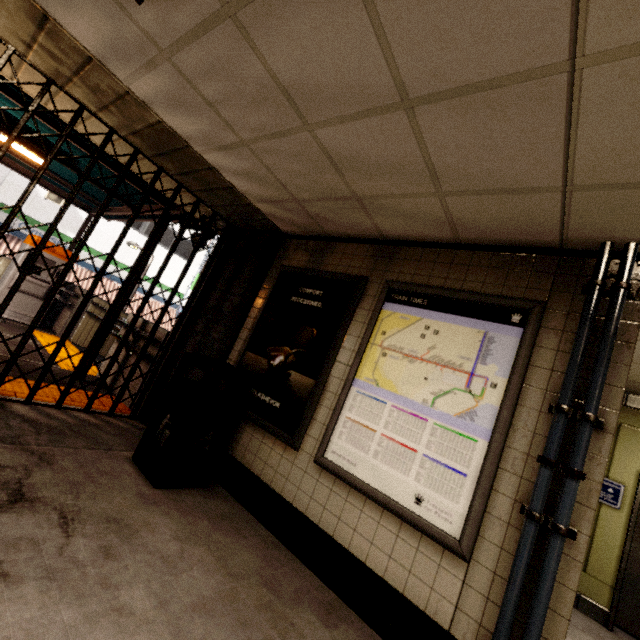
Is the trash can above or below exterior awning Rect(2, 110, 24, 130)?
below

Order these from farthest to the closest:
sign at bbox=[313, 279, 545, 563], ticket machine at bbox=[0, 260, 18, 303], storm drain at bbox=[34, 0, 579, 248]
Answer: ticket machine at bbox=[0, 260, 18, 303] < sign at bbox=[313, 279, 545, 563] < storm drain at bbox=[34, 0, 579, 248]

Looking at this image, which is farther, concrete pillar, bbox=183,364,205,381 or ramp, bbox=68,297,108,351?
ramp, bbox=68,297,108,351

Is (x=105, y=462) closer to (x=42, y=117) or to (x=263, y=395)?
(x=263, y=395)

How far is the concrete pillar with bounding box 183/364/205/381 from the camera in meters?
3.9 m

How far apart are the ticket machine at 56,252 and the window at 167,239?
9.7 meters

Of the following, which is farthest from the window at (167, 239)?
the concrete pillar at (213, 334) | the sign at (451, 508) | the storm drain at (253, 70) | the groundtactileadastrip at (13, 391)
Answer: the sign at (451, 508)

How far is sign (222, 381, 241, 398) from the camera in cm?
362
